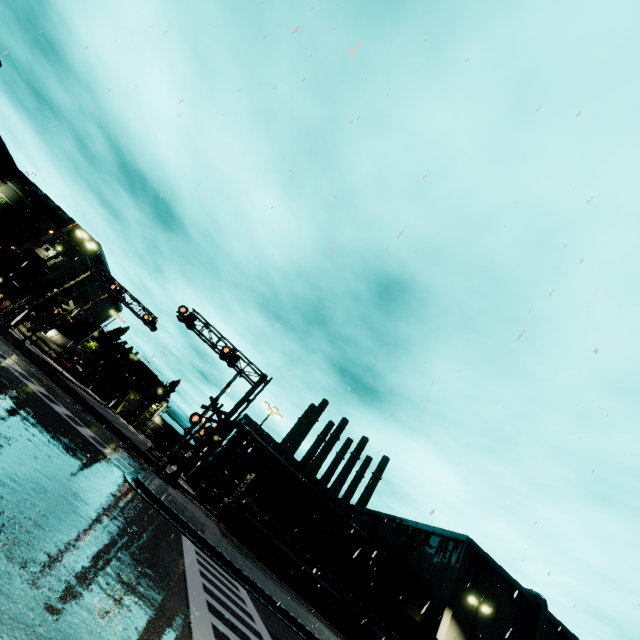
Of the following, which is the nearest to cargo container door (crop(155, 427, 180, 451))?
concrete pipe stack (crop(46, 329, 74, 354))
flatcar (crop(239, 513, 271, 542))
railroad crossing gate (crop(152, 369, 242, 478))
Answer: railroad crossing gate (crop(152, 369, 242, 478))

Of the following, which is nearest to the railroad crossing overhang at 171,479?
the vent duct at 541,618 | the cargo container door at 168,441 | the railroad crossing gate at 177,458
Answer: the railroad crossing gate at 177,458

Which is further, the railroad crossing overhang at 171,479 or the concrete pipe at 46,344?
the concrete pipe at 46,344

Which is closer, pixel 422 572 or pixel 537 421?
pixel 537 421

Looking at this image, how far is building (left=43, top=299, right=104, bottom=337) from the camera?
55.19m

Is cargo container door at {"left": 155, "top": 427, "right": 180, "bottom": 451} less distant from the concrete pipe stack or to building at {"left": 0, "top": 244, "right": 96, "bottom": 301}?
building at {"left": 0, "top": 244, "right": 96, "bottom": 301}

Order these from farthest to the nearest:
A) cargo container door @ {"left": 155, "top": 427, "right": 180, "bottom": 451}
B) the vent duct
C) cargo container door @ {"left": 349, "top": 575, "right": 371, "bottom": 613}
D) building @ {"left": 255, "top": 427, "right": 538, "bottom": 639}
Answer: cargo container door @ {"left": 155, "top": 427, "right": 180, "bottom": 451} < the vent duct < building @ {"left": 255, "top": 427, "right": 538, "bottom": 639} < cargo container door @ {"left": 349, "top": 575, "right": 371, "bottom": 613}

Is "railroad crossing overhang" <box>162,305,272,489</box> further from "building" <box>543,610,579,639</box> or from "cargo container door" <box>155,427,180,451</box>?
"cargo container door" <box>155,427,180,451</box>
